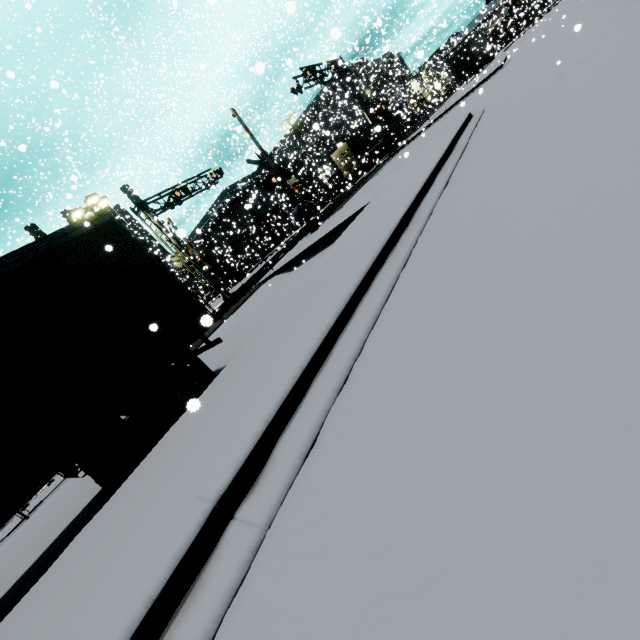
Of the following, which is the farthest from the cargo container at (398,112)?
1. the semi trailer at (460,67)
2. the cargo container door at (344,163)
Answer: the semi trailer at (460,67)

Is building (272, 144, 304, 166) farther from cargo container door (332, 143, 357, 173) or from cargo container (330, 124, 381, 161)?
cargo container door (332, 143, 357, 173)

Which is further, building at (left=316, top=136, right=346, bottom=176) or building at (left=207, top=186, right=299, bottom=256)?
building at (left=207, top=186, right=299, bottom=256)

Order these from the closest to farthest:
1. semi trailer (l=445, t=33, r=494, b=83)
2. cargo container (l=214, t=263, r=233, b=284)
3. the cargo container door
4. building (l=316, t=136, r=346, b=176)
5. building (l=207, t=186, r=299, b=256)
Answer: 1. building (l=316, t=136, r=346, b=176)
2. the cargo container door
3. semi trailer (l=445, t=33, r=494, b=83)
4. building (l=207, t=186, r=299, b=256)
5. cargo container (l=214, t=263, r=233, b=284)

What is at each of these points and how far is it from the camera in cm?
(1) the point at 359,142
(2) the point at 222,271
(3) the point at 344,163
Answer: (1) cargo container, 3853
(2) cargo container, 4666
(3) cargo container door, 3800

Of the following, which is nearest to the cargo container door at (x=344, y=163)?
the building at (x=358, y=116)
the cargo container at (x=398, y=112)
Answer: the cargo container at (x=398, y=112)

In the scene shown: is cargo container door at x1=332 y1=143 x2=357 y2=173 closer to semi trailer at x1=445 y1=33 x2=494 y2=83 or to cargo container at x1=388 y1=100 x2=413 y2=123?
cargo container at x1=388 y1=100 x2=413 y2=123

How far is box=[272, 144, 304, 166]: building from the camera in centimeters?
3096cm
